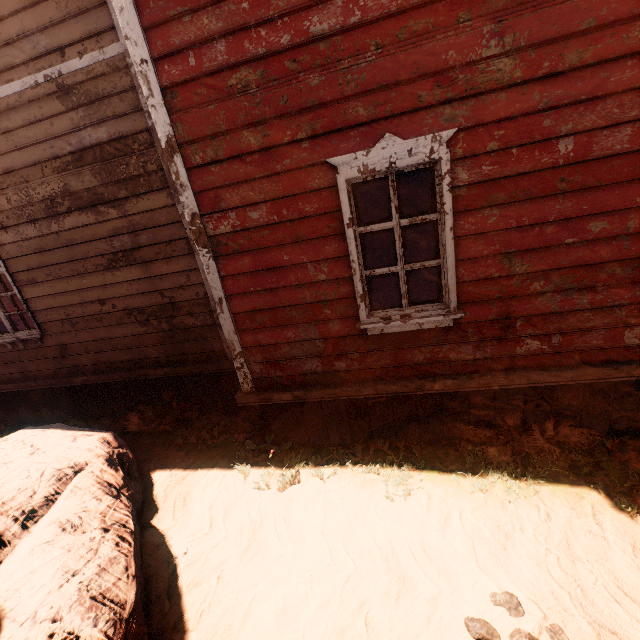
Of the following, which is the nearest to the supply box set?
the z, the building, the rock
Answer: the building

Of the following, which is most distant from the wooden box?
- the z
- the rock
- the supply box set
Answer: the rock

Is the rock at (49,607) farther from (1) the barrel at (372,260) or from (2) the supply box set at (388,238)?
(2) the supply box set at (388,238)

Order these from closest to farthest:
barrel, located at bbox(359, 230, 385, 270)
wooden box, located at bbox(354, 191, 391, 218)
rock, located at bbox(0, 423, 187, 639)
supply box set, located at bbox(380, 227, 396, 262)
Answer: rock, located at bbox(0, 423, 187, 639), barrel, located at bbox(359, 230, 385, 270), supply box set, located at bbox(380, 227, 396, 262), wooden box, located at bbox(354, 191, 391, 218)

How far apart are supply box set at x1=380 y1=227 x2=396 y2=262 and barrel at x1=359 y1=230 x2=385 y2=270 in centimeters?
35cm

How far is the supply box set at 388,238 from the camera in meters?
8.8

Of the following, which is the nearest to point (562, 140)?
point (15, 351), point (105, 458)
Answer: point (105, 458)

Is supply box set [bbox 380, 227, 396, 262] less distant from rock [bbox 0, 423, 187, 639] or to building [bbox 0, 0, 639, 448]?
building [bbox 0, 0, 639, 448]
